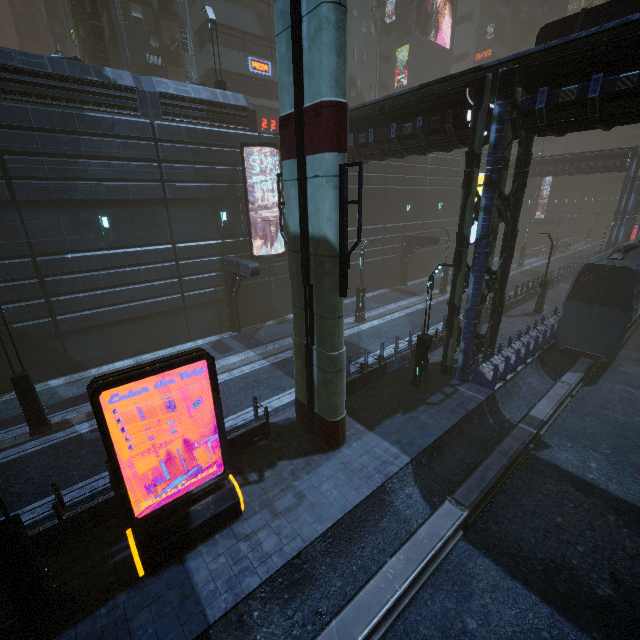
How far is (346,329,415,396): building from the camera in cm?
1415

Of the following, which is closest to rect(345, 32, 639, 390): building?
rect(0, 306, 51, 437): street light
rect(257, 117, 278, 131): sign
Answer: rect(257, 117, 278, 131): sign

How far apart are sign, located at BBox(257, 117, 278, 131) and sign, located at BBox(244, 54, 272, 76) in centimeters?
366cm

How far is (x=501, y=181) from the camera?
13.84m

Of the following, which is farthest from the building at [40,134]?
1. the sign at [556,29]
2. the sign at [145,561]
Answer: the sign at [145,561]

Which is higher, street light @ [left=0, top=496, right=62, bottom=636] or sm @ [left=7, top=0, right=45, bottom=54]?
sm @ [left=7, top=0, right=45, bottom=54]

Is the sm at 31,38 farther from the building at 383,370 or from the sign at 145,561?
the sign at 145,561

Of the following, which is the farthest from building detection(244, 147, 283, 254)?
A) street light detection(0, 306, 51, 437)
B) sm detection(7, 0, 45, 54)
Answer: sm detection(7, 0, 45, 54)
